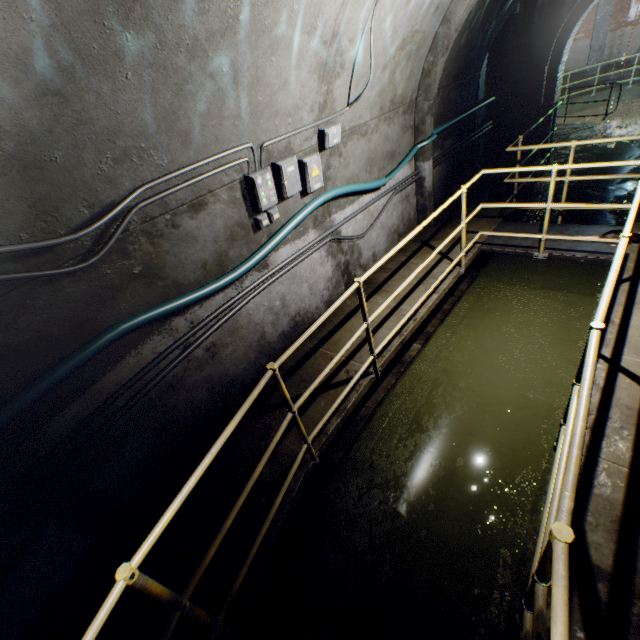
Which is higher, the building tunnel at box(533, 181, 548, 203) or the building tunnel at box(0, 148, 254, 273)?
the building tunnel at box(0, 148, 254, 273)

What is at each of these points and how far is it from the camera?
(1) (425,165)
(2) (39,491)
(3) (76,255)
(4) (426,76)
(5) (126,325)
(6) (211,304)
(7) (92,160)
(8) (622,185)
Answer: (1) wall archway, 5.8m
(2) wire, 2.2m
(3) building tunnel, 2.3m
(4) wall archway, 5.0m
(5) cable, 2.6m
(6) building tunnel, 3.5m
(7) building tunnel, 2.2m
(8) building tunnel, 8.1m

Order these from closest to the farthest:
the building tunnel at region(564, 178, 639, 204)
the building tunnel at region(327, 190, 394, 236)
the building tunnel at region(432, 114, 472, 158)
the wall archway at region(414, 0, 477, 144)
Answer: the wall archway at region(414, 0, 477, 144), the building tunnel at region(327, 190, 394, 236), the building tunnel at region(432, 114, 472, 158), the building tunnel at region(564, 178, 639, 204)

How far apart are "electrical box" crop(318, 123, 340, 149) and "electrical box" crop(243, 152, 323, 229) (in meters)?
0.52

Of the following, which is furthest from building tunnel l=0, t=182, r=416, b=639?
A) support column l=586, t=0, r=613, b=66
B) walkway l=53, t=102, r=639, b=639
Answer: support column l=586, t=0, r=613, b=66

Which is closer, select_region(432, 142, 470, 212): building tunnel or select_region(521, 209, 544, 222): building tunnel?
select_region(432, 142, 470, 212): building tunnel

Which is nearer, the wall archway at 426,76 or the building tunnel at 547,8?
the wall archway at 426,76

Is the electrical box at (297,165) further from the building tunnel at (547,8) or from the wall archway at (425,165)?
the wall archway at (425,165)
